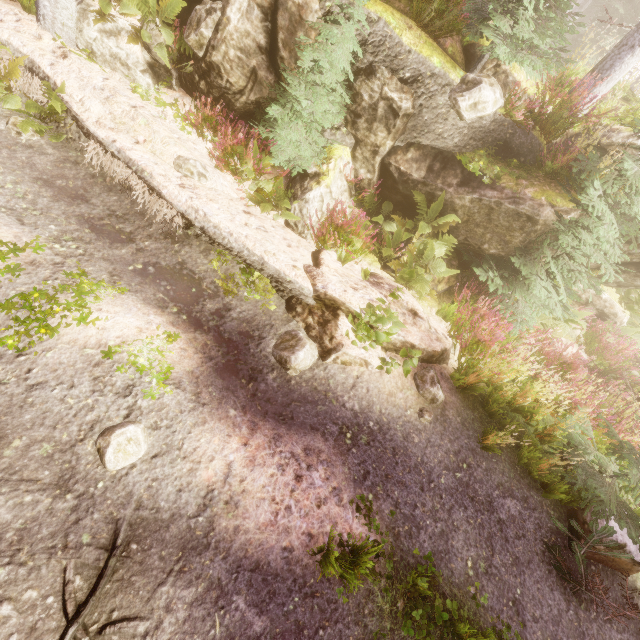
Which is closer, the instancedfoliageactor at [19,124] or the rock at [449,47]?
the instancedfoliageactor at [19,124]

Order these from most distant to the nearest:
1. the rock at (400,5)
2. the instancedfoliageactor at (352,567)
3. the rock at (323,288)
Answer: the rock at (400,5), the rock at (323,288), the instancedfoliageactor at (352,567)

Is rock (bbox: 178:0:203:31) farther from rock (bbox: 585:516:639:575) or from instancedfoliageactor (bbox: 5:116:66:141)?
rock (bbox: 585:516:639:575)

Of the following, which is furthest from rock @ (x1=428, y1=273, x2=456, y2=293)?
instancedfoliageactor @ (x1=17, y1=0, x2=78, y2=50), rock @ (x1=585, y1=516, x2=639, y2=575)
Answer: rock @ (x1=585, y1=516, x2=639, y2=575)

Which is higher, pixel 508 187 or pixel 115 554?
pixel 508 187

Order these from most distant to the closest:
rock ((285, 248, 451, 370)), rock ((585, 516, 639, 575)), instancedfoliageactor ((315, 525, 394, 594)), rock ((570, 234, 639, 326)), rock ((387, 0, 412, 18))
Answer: rock ((570, 234, 639, 326)) → rock ((387, 0, 412, 18)) → rock ((285, 248, 451, 370)) → rock ((585, 516, 639, 575)) → instancedfoliageactor ((315, 525, 394, 594))

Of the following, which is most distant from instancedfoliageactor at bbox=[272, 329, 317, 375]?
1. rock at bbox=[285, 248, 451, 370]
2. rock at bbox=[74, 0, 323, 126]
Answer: rock at bbox=[285, 248, 451, 370]
